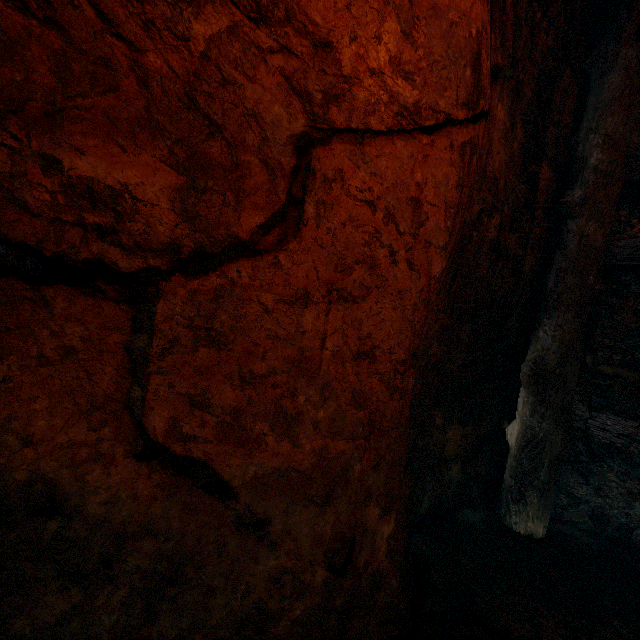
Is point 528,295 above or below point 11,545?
above
